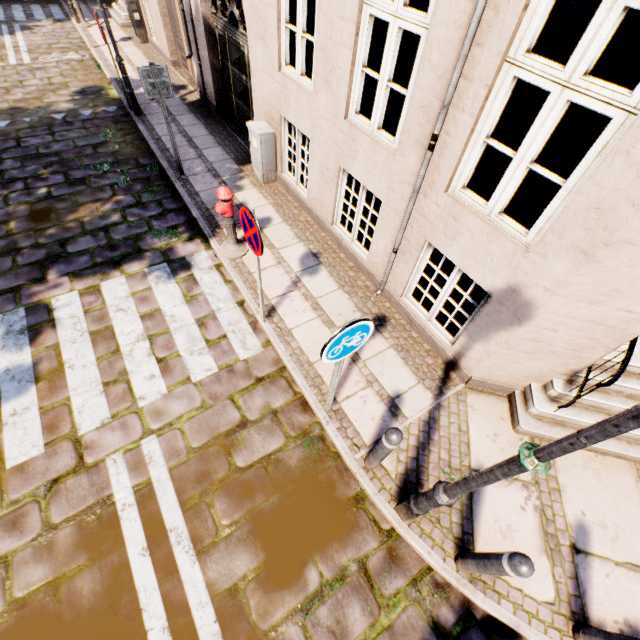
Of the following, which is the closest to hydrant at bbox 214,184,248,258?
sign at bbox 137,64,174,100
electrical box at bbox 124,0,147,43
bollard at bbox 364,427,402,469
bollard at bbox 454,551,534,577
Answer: sign at bbox 137,64,174,100

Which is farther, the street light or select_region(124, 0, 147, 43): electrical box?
select_region(124, 0, 147, 43): electrical box

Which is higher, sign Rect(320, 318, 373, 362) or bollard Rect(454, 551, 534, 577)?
sign Rect(320, 318, 373, 362)

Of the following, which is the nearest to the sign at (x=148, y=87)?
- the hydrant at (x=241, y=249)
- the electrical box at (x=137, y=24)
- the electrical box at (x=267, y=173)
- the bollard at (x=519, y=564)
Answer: the electrical box at (x=267, y=173)

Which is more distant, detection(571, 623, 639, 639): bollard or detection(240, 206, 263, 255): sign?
detection(240, 206, 263, 255): sign

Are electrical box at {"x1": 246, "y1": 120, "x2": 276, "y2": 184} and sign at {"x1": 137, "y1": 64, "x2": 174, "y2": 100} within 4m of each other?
yes

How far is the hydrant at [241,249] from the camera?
4.82m

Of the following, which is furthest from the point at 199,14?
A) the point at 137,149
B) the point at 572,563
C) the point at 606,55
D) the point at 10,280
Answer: the point at 572,563
